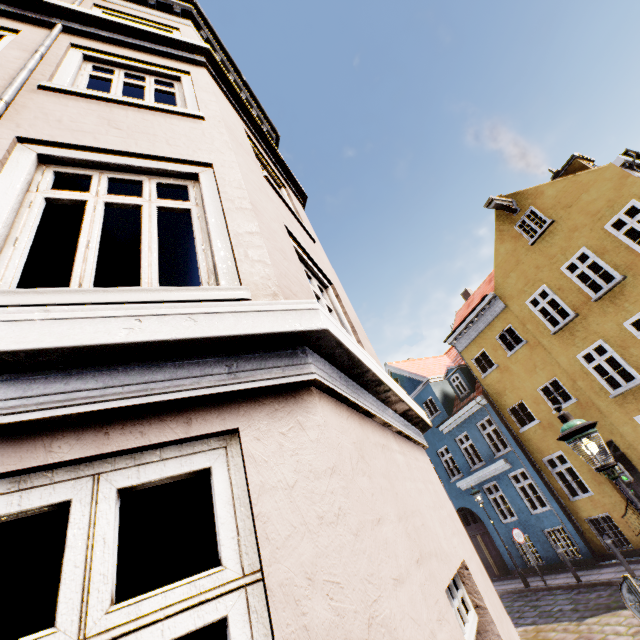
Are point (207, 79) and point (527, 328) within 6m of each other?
no

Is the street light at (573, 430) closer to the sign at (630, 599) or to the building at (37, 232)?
the sign at (630, 599)

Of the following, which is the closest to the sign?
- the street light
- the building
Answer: the street light

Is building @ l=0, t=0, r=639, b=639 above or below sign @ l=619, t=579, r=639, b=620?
above

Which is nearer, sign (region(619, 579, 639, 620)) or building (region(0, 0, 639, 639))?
building (region(0, 0, 639, 639))

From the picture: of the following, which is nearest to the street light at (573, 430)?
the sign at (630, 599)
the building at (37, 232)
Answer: the sign at (630, 599)

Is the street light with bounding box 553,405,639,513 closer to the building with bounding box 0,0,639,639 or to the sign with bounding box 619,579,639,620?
the sign with bounding box 619,579,639,620
